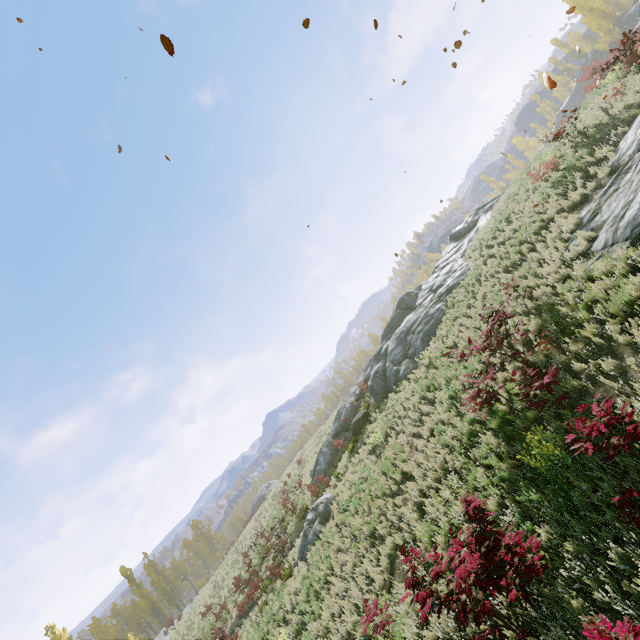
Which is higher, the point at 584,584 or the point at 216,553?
the point at 216,553

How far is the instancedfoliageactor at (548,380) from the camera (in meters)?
6.25

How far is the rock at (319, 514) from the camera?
15.82m

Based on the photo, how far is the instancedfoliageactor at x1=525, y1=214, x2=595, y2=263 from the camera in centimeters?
966cm

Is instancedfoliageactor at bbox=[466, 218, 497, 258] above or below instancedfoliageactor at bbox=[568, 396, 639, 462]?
above

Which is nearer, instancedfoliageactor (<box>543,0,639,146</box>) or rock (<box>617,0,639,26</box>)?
instancedfoliageactor (<box>543,0,639,146</box>)

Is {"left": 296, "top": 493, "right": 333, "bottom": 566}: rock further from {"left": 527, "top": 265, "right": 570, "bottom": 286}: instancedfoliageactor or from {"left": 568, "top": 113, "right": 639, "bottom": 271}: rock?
{"left": 527, "top": 265, "right": 570, "bottom": 286}: instancedfoliageactor

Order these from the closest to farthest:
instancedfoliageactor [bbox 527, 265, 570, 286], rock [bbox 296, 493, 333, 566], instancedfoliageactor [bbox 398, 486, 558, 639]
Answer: instancedfoliageactor [bbox 398, 486, 558, 639] < instancedfoliageactor [bbox 527, 265, 570, 286] < rock [bbox 296, 493, 333, 566]
